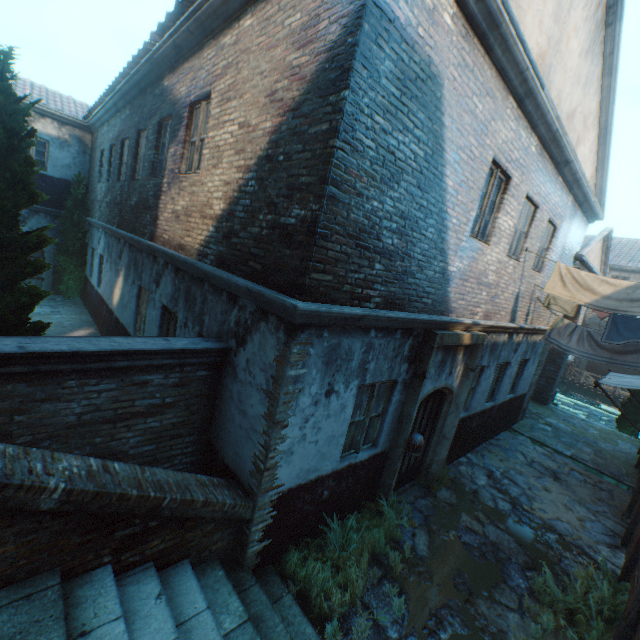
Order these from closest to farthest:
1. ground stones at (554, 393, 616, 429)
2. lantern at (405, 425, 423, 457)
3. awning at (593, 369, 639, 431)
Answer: lantern at (405, 425, 423, 457) < awning at (593, 369, 639, 431) < ground stones at (554, 393, 616, 429)

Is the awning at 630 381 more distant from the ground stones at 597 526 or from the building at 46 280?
the building at 46 280

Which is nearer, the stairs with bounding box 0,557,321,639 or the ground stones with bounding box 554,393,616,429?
the stairs with bounding box 0,557,321,639

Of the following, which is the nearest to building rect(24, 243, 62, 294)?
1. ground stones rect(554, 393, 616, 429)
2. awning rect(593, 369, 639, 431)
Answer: awning rect(593, 369, 639, 431)

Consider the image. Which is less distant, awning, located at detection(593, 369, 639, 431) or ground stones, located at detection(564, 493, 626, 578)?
ground stones, located at detection(564, 493, 626, 578)

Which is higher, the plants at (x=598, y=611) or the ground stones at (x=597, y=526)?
the plants at (x=598, y=611)

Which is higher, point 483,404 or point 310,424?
point 310,424

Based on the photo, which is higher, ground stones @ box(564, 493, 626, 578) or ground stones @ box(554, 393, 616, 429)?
ground stones @ box(564, 493, 626, 578)
